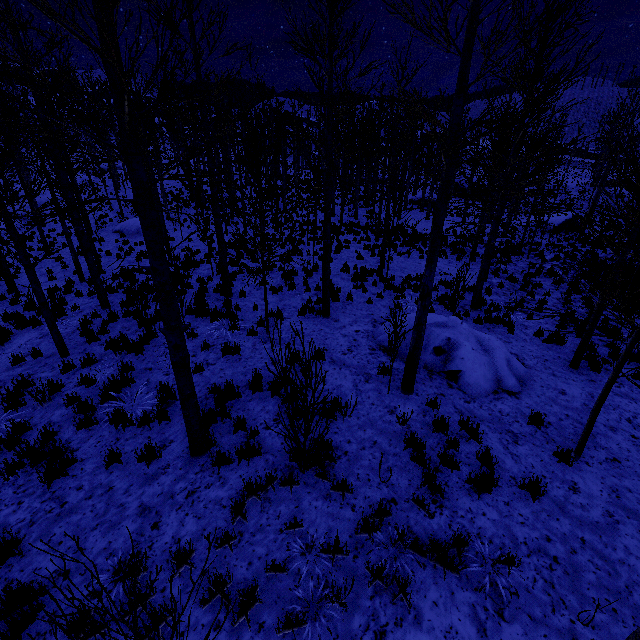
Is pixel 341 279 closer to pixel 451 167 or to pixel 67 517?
pixel 451 167

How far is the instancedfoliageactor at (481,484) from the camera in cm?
477

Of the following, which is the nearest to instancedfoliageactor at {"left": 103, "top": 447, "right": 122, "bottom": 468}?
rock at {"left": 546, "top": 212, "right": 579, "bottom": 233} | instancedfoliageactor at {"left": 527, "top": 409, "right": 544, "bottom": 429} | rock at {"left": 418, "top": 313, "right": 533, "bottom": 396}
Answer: instancedfoliageactor at {"left": 527, "top": 409, "right": 544, "bottom": 429}

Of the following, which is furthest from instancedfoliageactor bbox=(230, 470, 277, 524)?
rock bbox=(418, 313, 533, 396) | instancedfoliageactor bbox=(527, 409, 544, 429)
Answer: rock bbox=(418, 313, 533, 396)

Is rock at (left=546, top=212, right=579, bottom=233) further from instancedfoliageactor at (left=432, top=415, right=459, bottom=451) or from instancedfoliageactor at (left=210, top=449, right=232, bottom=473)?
instancedfoliageactor at (left=432, top=415, right=459, bottom=451)

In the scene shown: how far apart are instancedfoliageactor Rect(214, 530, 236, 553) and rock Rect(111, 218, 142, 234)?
23.1 meters

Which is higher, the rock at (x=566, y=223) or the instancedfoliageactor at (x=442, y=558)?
the instancedfoliageactor at (x=442, y=558)

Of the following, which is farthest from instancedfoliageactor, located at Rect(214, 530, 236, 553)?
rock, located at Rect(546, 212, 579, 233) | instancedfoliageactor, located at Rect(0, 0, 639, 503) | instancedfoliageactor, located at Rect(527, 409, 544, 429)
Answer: rock, located at Rect(546, 212, 579, 233)
